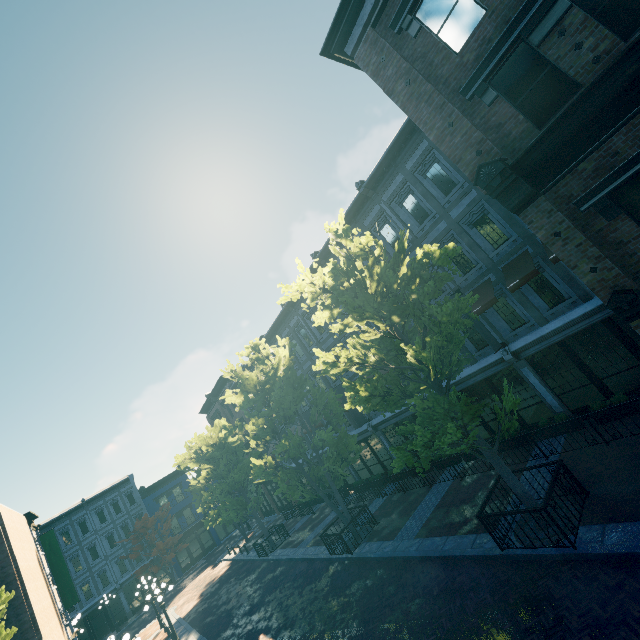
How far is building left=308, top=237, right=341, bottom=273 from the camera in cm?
1820

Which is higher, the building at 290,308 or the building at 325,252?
the building at 325,252

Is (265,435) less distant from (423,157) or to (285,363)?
(285,363)

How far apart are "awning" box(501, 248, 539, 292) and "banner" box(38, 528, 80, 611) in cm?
3189

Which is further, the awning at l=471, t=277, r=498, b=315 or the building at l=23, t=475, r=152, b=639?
the building at l=23, t=475, r=152, b=639

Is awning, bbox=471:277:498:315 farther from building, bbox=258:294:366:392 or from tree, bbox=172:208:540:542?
tree, bbox=172:208:540:542

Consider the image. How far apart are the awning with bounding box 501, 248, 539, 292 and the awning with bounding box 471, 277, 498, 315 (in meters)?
0.48

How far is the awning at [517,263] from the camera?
11.28m
